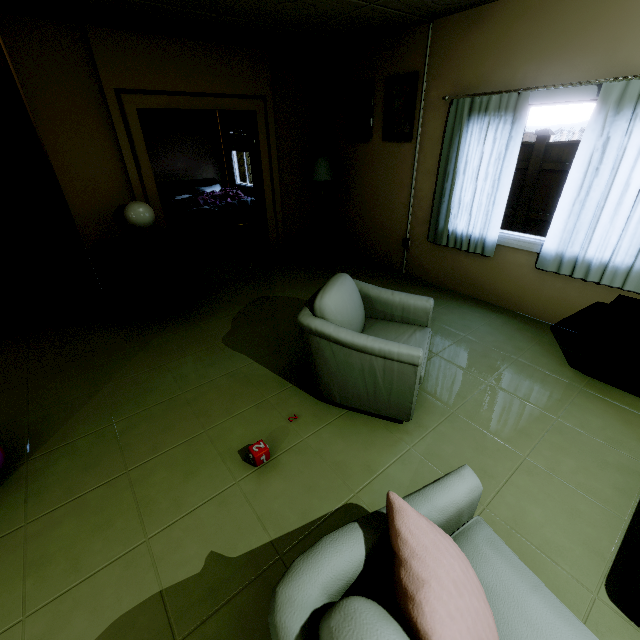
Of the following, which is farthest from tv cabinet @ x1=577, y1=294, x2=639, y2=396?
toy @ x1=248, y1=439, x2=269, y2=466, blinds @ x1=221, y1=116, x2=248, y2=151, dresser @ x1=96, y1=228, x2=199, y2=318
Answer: blinds @ x1=221, y1=116, x2=248, y2=151

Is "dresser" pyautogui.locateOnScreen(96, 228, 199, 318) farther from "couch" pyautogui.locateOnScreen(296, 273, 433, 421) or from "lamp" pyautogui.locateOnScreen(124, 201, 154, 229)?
"couch" pyautogui.locateOnScreen(296, 273, 433, 421)

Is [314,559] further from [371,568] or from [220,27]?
[220,27]

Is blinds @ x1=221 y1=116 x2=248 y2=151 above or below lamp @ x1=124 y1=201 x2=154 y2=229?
above

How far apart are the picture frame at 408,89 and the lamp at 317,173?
0.8 meters

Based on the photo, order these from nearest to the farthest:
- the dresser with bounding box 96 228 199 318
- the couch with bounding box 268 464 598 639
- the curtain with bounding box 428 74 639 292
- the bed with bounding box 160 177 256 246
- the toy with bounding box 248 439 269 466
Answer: the couch with bounding box 268 464 598 639, the toy with bounding box 248 439 269 466, the curtain with bounding box 428 74 639 292, the dresser with bounding box 96 228 199 318, the bed with bounding box 160 177 256 246

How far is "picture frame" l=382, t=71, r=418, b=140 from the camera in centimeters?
375cm

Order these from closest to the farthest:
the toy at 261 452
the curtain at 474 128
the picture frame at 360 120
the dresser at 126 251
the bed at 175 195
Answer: the toy at 261 452
the curtain at 474 128
the dresser at 126 251
the picture frame at 360 120
the bed at 175 195
